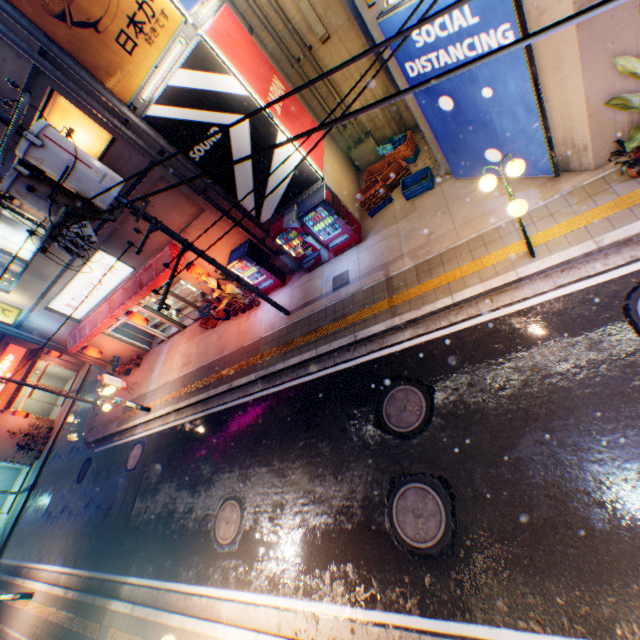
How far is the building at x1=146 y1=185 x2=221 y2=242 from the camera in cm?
1074

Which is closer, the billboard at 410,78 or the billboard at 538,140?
the billboard at 410,78

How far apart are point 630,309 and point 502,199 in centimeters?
385cm

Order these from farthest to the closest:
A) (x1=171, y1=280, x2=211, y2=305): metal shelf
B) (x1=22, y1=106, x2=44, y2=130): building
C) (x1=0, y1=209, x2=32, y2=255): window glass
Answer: (x1=171, y1=280, x2=211, y2=305): metal shelf
(x1=0, y1=209, x2=32, y2=255): window glass
(x1=22, y1=106, x2=44, y2=130): building

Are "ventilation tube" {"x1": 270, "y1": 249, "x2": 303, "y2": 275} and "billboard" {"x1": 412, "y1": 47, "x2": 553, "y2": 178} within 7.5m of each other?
yes

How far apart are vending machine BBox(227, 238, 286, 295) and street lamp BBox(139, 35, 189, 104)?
4.8m

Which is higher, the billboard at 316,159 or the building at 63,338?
the building at 63,338

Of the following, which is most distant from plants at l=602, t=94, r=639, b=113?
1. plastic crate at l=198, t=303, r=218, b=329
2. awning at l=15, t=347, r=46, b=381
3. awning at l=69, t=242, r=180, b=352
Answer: awning at l=15, t=347, r=46, b=381
